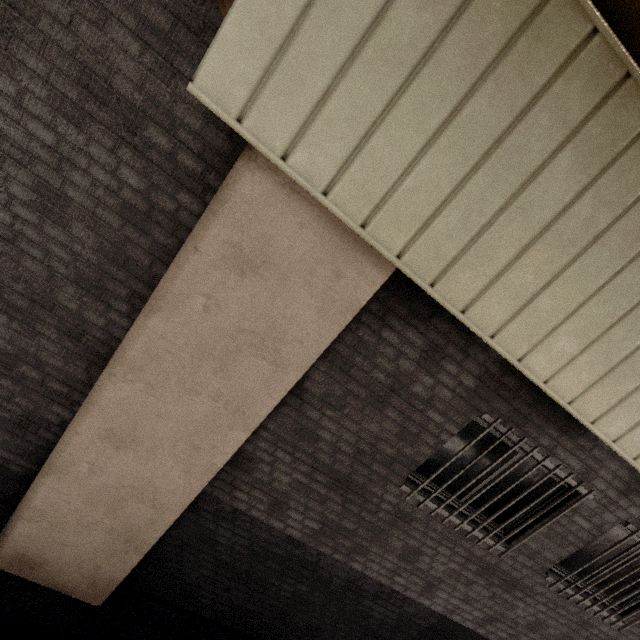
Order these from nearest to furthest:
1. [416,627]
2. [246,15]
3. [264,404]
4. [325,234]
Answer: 1. [246,15]
2. [325,234]
3. [264,404]
4. [416,627]
